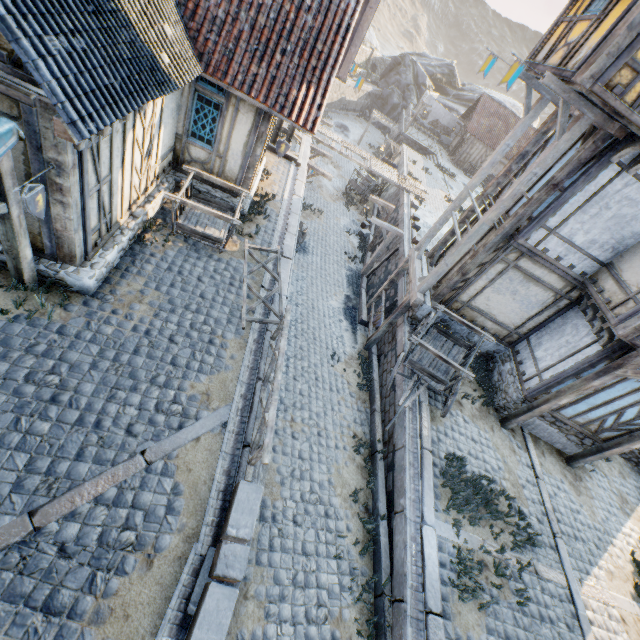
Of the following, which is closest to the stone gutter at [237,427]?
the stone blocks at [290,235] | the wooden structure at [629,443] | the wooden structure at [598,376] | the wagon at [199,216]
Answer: the stone blocks at [290,235]

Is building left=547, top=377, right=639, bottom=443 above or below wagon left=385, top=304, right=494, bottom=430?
above

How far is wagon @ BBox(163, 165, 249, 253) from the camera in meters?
8.3 m

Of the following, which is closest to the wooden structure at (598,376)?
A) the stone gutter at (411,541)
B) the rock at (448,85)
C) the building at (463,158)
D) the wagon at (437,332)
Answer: the wagon at (437,332)

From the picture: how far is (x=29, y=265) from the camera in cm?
579

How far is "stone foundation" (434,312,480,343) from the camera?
10.7 meters

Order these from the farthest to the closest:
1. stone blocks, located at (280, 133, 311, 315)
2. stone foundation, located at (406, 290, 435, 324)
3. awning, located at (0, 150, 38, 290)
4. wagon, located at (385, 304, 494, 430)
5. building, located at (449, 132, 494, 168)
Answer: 1. building, located at (449, 132, 494, 168)
2. stone foundation, located at (406, 290, 435, 324)
3. stone blocks, located at (280, 133, 311, 315)
4. wagon, located at (385, 304, 494, 430)
5. awning, located at (0, 150, 38, 290)
